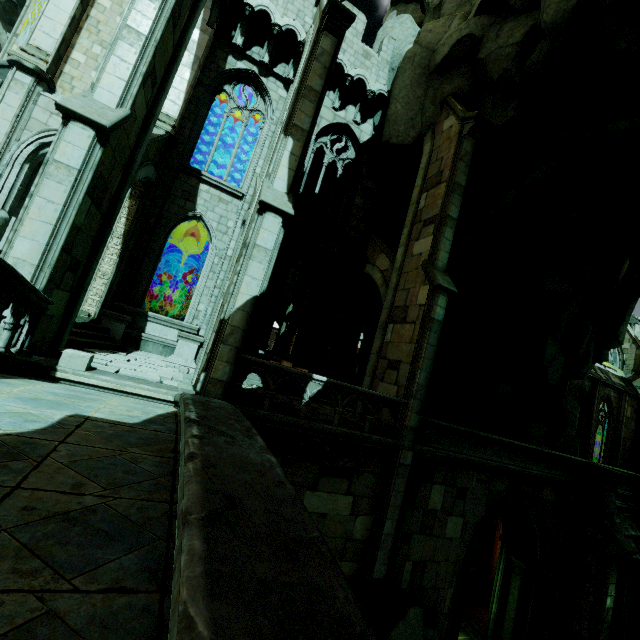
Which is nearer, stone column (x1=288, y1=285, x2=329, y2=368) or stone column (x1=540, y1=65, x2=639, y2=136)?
stone column (x1=540, y1=65, x2=639, y2=136)

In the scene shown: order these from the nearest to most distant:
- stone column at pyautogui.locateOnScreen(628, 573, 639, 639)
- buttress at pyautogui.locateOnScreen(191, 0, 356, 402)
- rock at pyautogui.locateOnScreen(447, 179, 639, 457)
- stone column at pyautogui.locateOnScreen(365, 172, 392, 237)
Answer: buttress at pyautogui.locateOnScreen(191, 0, 356, 402), stone column at pyautogui.locateOnScreen(628, 573, 639, 639), rock at pyautogui.locateOnScreen(447, 179, 639, 457), stone column at pyautogui.locateOnScreen(365, 172, 392, 237)

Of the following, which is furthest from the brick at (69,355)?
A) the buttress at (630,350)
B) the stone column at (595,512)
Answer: the buttress at (630,350)

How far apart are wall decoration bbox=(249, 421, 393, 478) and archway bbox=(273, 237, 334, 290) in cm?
771

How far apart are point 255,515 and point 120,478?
1.25m

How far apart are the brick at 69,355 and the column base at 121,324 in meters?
4.8

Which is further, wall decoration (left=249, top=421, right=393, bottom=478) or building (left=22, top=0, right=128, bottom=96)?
building (left=22, top=0, right=128, bottom=96)

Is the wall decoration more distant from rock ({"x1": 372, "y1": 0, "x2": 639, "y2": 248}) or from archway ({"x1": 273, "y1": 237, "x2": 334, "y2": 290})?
rock ({"x1": 372, "y1": 0, "x2": 639, "y2": 248})
